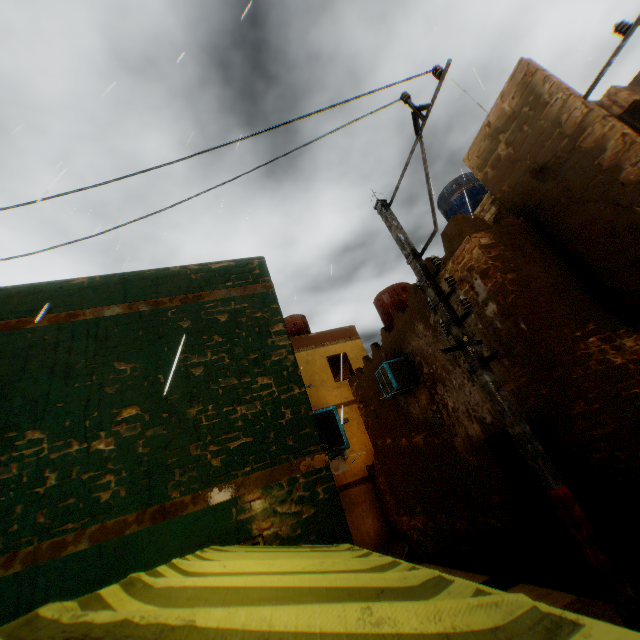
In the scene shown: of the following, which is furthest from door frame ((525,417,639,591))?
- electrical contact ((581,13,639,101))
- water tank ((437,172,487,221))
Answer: water tank ((437,172,487,221))

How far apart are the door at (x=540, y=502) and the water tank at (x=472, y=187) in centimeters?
654cm

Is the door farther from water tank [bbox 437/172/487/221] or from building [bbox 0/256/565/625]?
water tank [bbox 437/172/487/221]

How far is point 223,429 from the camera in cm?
461

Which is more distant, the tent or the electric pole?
the electric pole

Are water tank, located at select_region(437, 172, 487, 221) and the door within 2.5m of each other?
no

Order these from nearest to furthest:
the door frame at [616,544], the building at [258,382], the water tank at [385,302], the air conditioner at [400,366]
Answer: the building at [258,382], the door frame at [616,544], the air conditioner at [400,366], the water tank at [385,302]

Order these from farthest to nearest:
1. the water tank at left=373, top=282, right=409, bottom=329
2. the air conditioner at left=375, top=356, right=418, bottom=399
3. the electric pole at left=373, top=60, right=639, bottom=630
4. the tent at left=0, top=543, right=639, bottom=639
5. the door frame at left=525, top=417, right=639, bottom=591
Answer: the water tank at left=373, top=282, right=409, bottom=329
the air conditioner at left=375, top=356, right=418, bottom=399
the door frame at left=525, top=417, right=639, bottom=591
the electric pole at left=373, top=60, right=639, bottom=630
the tent at left=0, top=543, right=639, bottom=639
